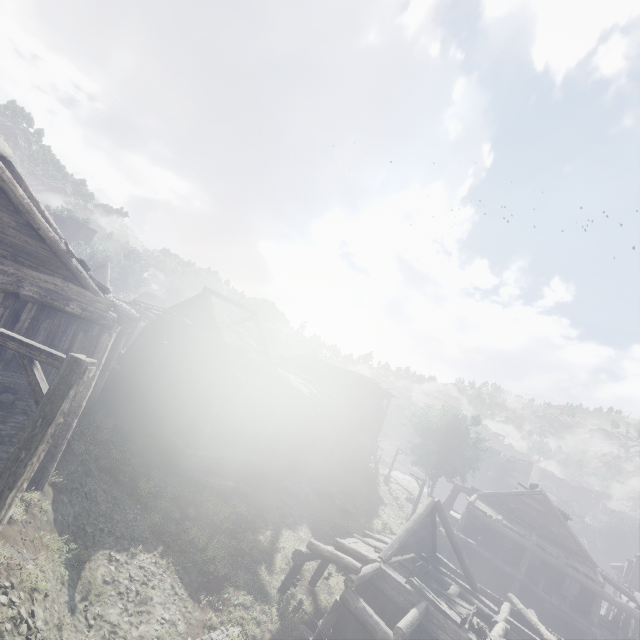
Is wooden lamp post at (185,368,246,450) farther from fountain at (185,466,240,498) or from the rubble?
the rubble

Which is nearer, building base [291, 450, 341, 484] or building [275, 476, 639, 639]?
building [275, 476, 639, 639]

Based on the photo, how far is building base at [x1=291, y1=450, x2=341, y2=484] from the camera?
25.0m

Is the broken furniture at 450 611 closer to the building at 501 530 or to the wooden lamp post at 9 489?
the building at 501 530

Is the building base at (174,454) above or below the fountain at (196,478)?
above

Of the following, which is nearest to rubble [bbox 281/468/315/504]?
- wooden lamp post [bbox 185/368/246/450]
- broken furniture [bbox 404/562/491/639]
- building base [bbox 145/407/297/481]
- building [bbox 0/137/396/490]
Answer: building base [bbox 145/407/297/481]

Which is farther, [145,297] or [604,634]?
[145,297]

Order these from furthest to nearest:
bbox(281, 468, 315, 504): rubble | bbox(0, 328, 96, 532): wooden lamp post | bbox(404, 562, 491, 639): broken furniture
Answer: bbox(281, 468, 315, 504): rubble < bbox(404, 562, 491, 639): broken furniture < bbox(0, 328, 96, 532): wooden lamp post
